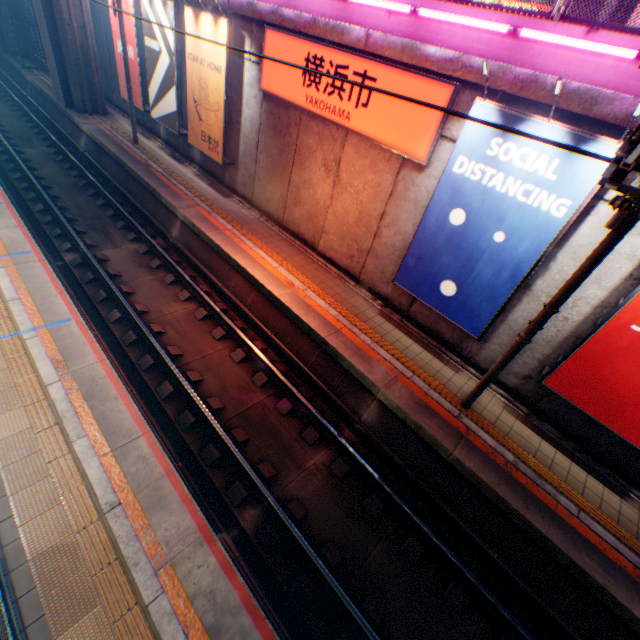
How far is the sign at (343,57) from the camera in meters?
7.1 m

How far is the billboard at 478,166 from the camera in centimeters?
583cm

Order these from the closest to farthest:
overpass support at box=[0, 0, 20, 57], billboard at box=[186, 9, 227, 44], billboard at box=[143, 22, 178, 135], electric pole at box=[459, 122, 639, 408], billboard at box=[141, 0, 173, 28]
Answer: electric pole at box=[459, 122, 639, 408]
billboard at box=[186, 9, 227, 44]
billboard at box=[141, 0, 173, 28]
billboard at box=[143, 22, 178, 135]
overpass support at box=[0, 0, 20, 57]

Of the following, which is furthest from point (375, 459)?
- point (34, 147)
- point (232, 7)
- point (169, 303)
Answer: point (34, 147)

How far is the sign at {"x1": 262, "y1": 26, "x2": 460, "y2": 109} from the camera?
7.1m

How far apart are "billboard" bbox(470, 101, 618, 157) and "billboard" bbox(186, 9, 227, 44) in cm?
869

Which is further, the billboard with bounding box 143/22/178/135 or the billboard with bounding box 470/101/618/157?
the billboard with bounding box 143/22/178/135

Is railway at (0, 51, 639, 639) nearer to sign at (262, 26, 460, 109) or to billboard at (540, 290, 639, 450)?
billboard at (540, 290, 639, 450)
